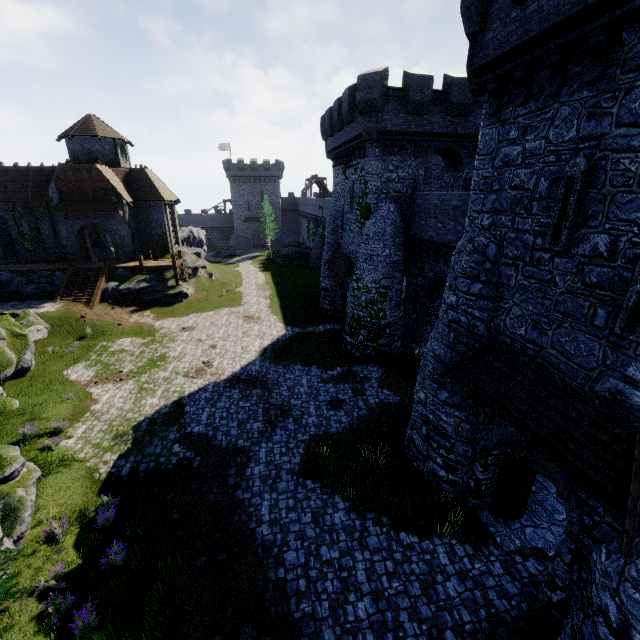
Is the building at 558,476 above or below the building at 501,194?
below

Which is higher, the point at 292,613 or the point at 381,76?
the point at 381,76

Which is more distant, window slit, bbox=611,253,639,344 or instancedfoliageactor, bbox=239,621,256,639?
instancedfoliageactor, bbox=239,621,256,639

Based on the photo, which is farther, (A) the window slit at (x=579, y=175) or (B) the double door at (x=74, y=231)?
(B) the double door at (x=74, y=231)

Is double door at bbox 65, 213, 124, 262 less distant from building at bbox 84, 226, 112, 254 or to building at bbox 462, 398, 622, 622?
building at bbox 84, 226, 112, 254

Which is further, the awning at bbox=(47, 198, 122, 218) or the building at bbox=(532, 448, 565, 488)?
the awning at bbox=(47, 198, 122, 218)

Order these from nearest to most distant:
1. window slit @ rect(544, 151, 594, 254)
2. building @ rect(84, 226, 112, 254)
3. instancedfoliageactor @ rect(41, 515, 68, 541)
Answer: window slit @ rect(544, 151, 594, 254)
instancedfoliageactor @ rect(41, 515, 68, 541)
building @ rect(84, 226, 112, 254)

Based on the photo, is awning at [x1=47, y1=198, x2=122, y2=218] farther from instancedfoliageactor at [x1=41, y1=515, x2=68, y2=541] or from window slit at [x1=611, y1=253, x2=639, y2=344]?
window slit at [x1=611, y1=253, x2=639, y2=344]
